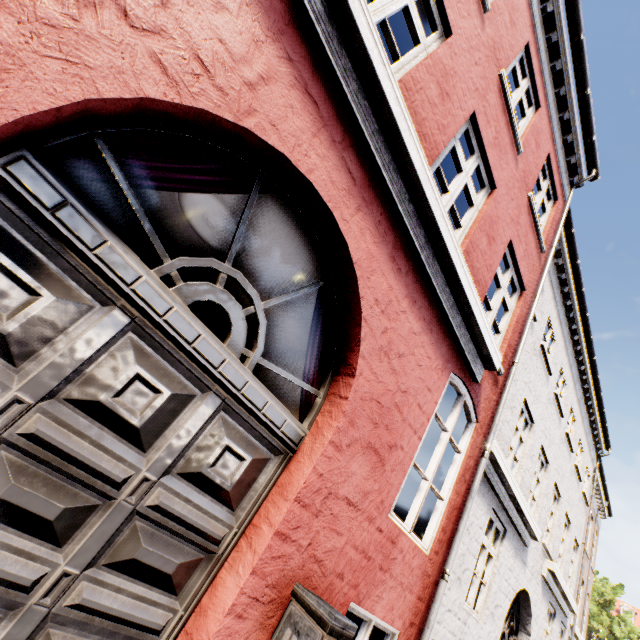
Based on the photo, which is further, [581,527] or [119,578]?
[581,527]

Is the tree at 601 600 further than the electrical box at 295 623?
Yes

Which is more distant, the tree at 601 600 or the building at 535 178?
the tree at 601 600

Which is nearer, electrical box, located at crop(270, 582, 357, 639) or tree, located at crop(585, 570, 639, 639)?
electrical box, located at crop(270, 582, 357, 639)

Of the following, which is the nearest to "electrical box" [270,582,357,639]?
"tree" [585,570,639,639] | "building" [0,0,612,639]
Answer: "building" [0,0,612,639]

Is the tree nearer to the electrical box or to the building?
the building
